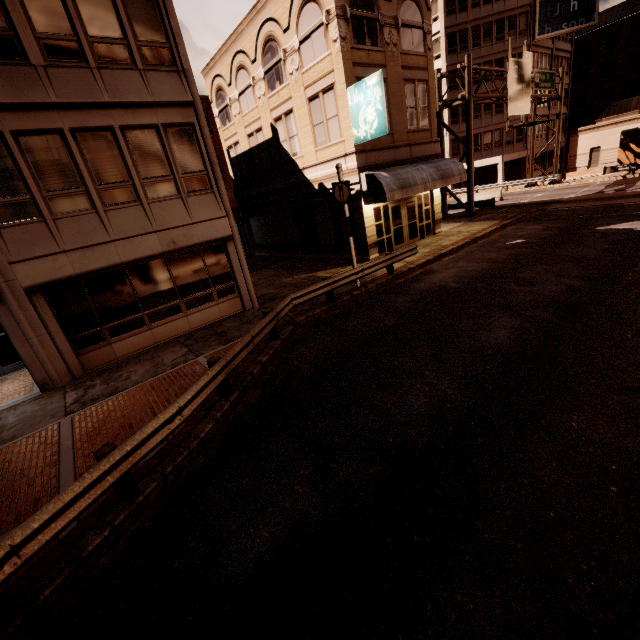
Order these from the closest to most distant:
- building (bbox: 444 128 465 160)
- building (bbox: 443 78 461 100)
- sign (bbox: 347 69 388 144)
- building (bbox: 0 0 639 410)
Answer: building (bbox: 0 0 639 410) < sign (bbox: 347 69 388 144) < building (bbox: 443 78 461 100) < building (bbox: 444 128 465 160)

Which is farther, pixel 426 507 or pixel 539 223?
pixel 539 223

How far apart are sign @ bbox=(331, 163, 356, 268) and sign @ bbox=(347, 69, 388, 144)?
3.54m

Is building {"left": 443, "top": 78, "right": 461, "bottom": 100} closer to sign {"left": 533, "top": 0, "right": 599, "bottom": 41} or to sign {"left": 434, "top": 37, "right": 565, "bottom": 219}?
sign {"left": 533, "top": 0, "right": 599, "bottom": 41}

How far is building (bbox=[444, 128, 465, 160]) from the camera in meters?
42.1

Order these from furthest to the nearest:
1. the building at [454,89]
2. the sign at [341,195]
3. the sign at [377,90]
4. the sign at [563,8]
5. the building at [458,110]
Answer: the building at [458,110]
the building at [454,89]
the sign at [563,8]
the sign at [377,90]
the sign at [341,195]

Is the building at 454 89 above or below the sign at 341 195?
above

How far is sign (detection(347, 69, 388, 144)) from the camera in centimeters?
1334cm
